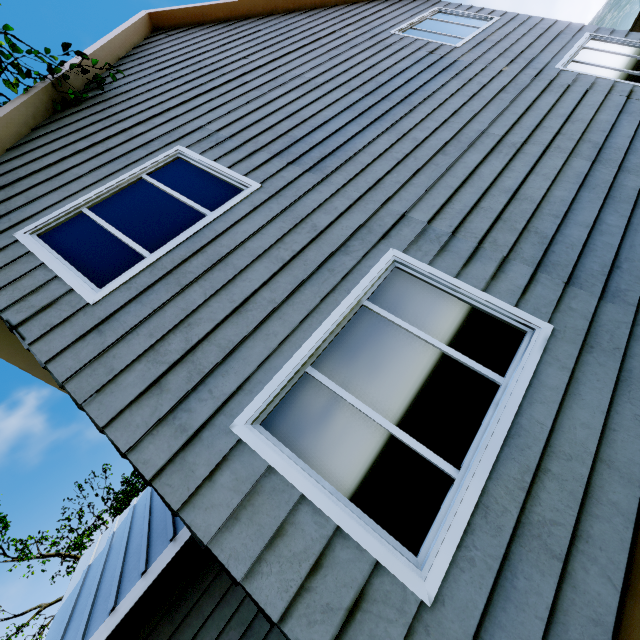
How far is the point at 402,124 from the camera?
4.14m
